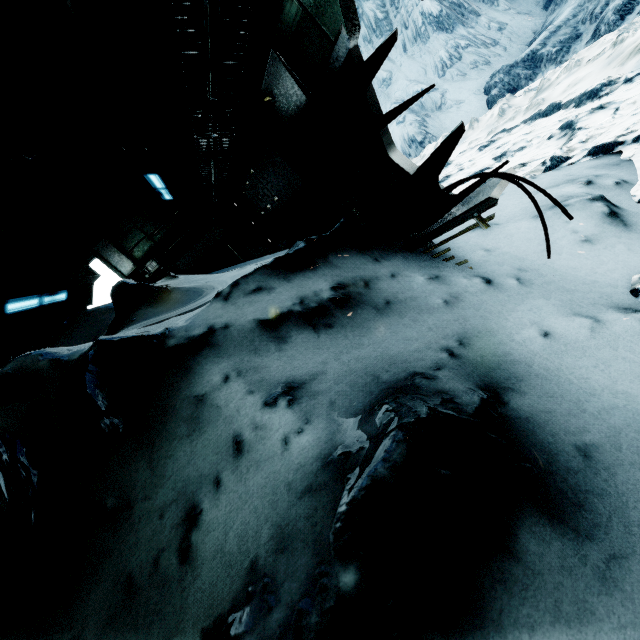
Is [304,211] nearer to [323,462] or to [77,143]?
[77,143]
